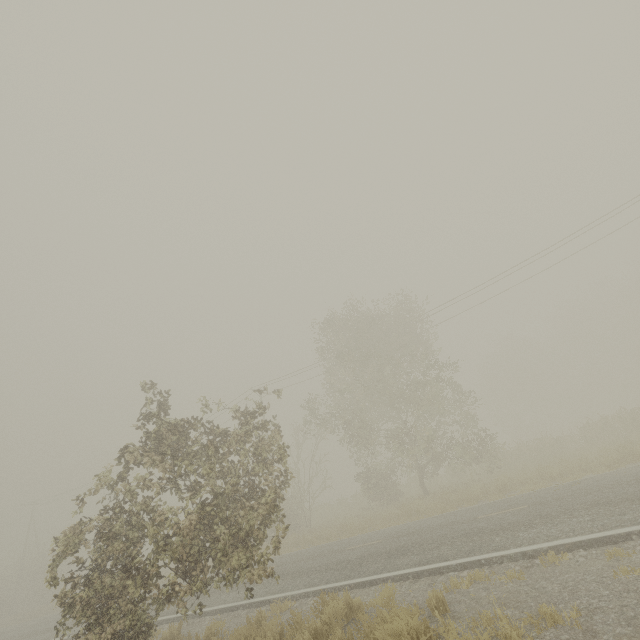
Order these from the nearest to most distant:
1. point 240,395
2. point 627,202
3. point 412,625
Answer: point 412,625 < point 627,202 < point 240,395
